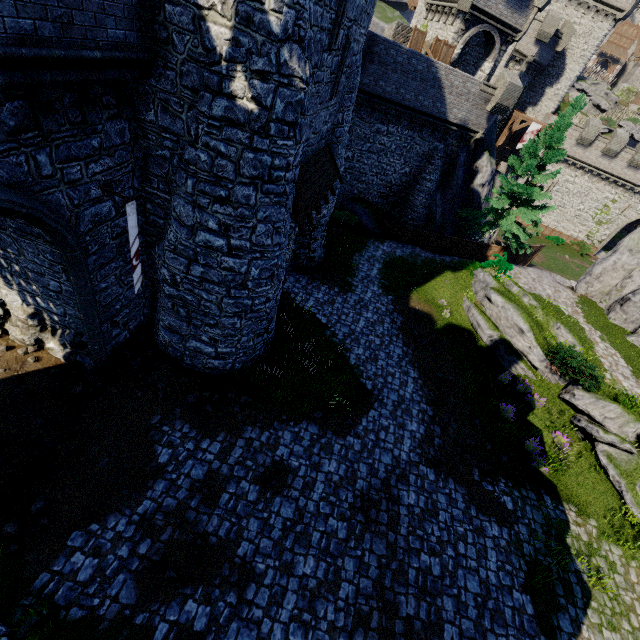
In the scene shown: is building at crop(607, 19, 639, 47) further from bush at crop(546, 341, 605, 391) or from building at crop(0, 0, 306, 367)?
bush at crop(546, 341, 605, 391)

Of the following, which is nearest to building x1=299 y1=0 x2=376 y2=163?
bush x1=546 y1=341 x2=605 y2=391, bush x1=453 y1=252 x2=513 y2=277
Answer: bush x1=453 y1=252 x2=513 y2=277

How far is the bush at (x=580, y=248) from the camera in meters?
38.8 m

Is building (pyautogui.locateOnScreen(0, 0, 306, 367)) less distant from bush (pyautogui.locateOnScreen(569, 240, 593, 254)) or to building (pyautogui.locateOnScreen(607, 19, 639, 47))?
bush (pyautogui.locateOnScreen(569, 240, 593, 254))

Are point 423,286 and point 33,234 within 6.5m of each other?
no

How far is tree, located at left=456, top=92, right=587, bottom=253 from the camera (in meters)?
19.59

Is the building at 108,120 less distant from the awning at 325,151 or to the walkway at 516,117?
the awning at 325,151

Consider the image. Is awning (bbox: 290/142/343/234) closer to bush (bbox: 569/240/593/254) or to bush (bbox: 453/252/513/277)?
bush (bbox: 453/252/513/277)
